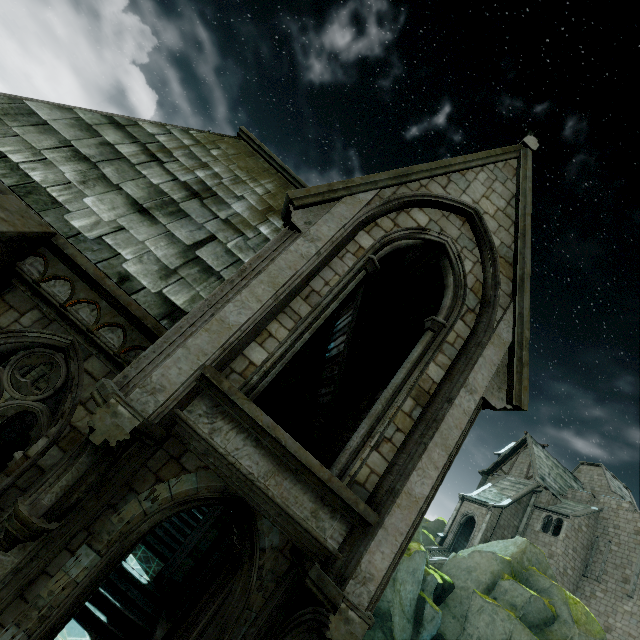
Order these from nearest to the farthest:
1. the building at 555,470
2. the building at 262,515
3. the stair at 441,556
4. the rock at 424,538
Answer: the building at 262,515 → the rock at 424,538 → the building at 555,470 → the stair at 441,556

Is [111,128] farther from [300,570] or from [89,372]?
[300,570]

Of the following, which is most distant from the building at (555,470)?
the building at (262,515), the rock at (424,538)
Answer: the building at (262,515)

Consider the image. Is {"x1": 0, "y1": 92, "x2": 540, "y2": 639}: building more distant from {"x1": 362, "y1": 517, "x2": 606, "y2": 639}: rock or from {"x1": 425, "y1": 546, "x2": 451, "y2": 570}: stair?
{"x1": 425, "y1": 546, "x2": 451, "y2": 570}: stair

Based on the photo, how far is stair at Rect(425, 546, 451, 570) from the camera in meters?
28.3

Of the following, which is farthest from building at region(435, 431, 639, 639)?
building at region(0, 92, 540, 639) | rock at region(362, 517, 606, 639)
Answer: building at region(0, 92, 540, 639)

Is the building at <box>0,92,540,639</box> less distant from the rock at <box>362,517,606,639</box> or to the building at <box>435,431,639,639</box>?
the rock at <box>362,517,606,639</box>

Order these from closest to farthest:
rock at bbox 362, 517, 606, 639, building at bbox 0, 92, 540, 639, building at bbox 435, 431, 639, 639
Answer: building at bbox 0, 92, 540, 639 → rock at bbox 362, 517, 606, 639 → building at bbox 435, 431, 639, 639
